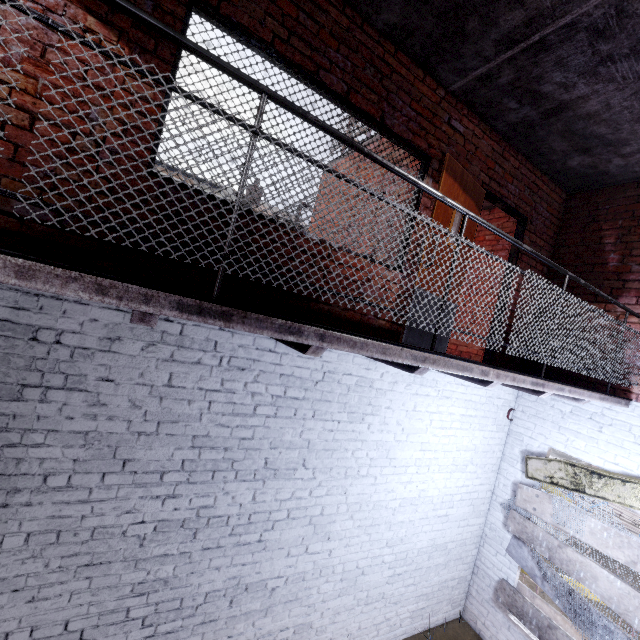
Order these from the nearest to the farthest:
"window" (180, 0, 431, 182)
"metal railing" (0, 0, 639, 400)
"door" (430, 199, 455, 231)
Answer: "metal railing" (0, 0, 639, 400) → "window" (180, 0, 431, 182) → "door" (430, 199, 455, 231)

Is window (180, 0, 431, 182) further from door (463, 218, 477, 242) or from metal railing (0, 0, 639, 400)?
metal railing (0, 0, 639, 400)

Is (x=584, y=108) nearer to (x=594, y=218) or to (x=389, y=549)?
(x=594, y=218)

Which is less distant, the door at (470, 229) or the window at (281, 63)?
the window at (281, 63)

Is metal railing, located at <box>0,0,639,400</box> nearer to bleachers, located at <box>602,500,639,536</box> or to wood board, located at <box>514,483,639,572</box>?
wood board, located at <box>514,483,639,572</box>

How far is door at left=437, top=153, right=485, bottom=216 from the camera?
3.6m

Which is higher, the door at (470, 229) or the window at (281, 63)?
the window at (281, 63)
